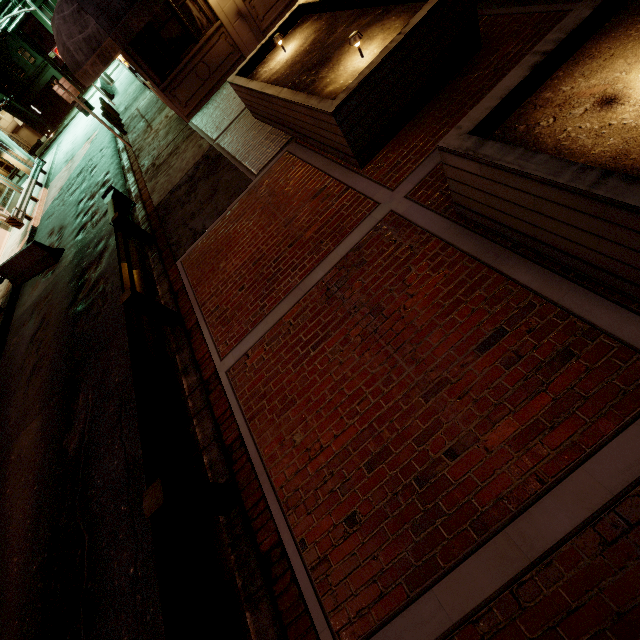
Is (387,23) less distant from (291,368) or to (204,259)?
(204,259)

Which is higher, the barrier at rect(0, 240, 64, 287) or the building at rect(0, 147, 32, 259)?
the building at rect(0, 147, 32, 259)

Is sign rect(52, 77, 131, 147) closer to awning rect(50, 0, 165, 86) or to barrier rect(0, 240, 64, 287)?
awning rect(50, 0, 165, 86)

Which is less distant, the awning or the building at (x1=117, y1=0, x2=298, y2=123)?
the awning

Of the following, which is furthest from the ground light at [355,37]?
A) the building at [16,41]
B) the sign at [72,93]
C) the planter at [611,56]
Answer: the building at [16,41]

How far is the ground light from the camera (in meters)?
4.74

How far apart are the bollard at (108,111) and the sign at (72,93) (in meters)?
4.78

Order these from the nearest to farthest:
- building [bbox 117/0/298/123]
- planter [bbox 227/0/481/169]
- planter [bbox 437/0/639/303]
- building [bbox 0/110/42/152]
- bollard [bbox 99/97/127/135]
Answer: planter [bbox 437/0/639/303] → planter [bbox 227/0/481/169] → building [bbox 117/0/298/123] → bollard [bbox 99/97/127/135] → building [bbox 0/110/42/152]
